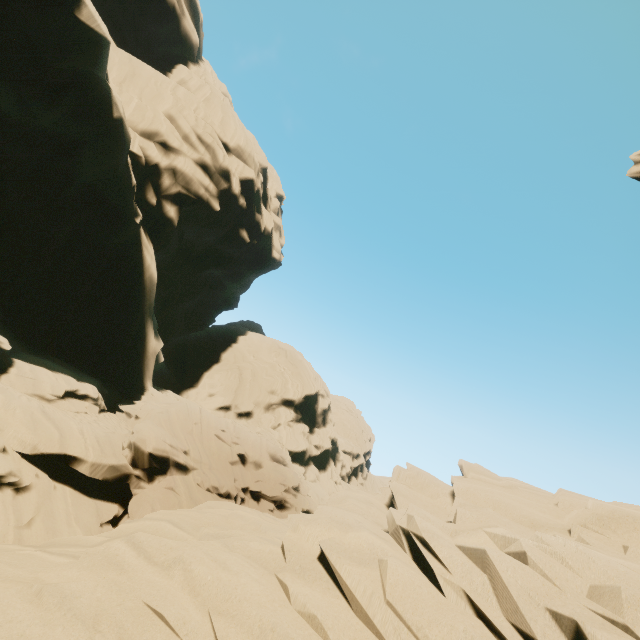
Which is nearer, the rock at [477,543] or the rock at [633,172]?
the rock at [477,543]

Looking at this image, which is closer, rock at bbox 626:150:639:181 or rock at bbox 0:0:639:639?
rock at bbox 0:0:639:639

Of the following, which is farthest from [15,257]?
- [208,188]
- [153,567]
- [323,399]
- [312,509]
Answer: [323,399]
